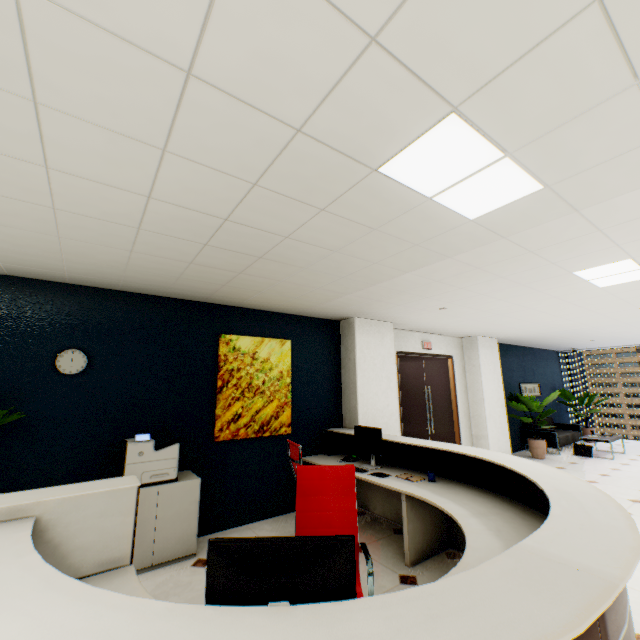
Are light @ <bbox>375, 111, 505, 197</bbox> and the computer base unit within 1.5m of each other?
no

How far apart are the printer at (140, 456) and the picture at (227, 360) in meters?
0.6

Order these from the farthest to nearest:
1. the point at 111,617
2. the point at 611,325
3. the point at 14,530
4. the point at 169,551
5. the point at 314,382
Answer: the point at 611,325 → the point at 314,382 → the point at 169,551 → the point at 14,530 → the point at 111,617

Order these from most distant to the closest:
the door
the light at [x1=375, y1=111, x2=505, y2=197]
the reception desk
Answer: the door → the light at [x1=375, y1=111, x2=505, y2=197] → the reception desk

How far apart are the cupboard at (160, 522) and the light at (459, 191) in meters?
3.7

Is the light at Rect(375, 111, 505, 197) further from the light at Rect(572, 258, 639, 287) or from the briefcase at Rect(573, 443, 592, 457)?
the briefcase at Rect(573, 443, 592, 457)

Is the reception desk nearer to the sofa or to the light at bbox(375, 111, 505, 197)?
the light at bbox(375, 111, 505, 197)

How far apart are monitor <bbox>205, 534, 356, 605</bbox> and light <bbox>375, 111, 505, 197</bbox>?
1.80m
